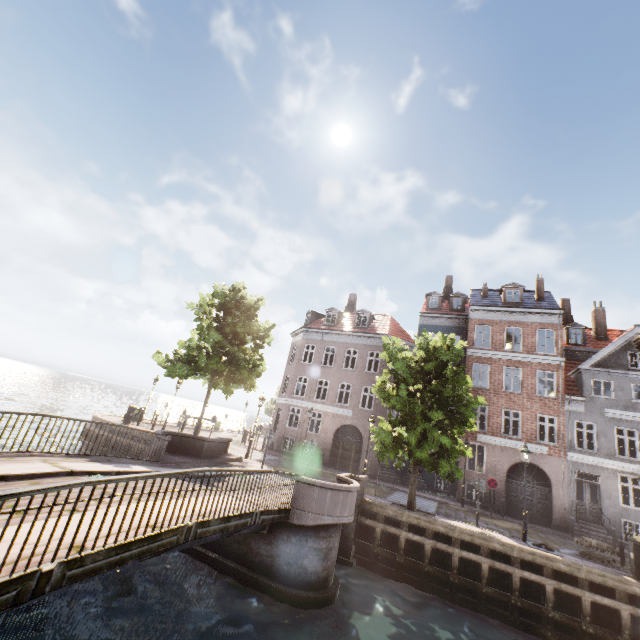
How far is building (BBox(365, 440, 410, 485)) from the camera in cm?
2362

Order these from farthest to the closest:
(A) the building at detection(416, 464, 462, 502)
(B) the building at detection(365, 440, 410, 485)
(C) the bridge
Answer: (B) the building at detection(365, 440, 410, 485)
(A) the building at detection(416, 464, 462, 502)
(C) the bridge

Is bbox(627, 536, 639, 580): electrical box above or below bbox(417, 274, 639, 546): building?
below

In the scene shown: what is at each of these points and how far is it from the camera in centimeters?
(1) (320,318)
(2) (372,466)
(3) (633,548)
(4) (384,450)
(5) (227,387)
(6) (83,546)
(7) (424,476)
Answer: (1) building, 3197cm
(2) building, 2383cm
(3) electrical box, 1107cm
(4) tree, 1427cm
(5) tree, 2178cm
(6) bridge, 446cm
(7) building, 2398cm

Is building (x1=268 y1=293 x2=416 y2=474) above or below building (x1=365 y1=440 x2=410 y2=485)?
above

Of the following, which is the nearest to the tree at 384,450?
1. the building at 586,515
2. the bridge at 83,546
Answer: the bridge at 83,546

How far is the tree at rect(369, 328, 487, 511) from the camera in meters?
13.7 m

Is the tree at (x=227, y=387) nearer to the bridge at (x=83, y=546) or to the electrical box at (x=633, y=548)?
the bridge at (x=83, y=546)
